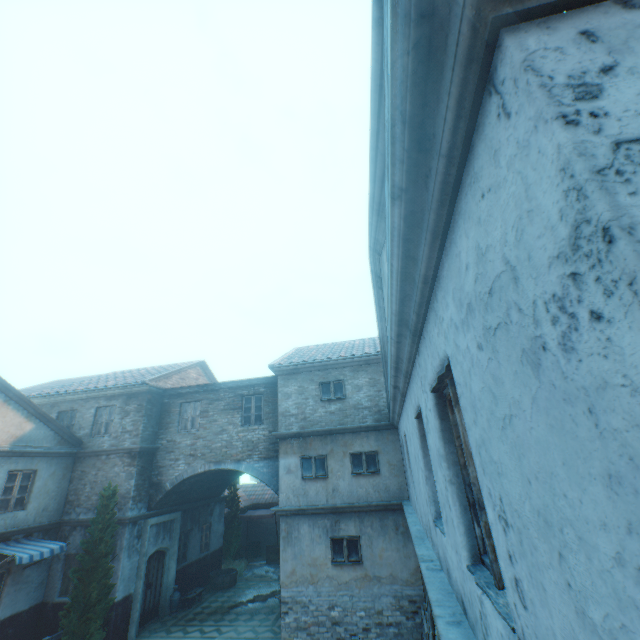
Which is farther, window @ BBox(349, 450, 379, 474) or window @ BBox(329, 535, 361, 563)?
window @ BBox(349, 450, 379, 474)

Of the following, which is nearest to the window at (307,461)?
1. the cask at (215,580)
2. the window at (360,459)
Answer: the window at (360,459)

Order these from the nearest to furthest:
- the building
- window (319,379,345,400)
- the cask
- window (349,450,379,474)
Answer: the building, window (349,450,379,474), window (319,379,345,400), the cask

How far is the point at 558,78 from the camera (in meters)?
0.73

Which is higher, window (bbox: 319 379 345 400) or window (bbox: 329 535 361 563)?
window (bbox: 319 379 345 400)

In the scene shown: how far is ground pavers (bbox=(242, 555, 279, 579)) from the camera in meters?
17.3

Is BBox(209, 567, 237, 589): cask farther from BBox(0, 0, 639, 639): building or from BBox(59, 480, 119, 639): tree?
BBox(59, 480, 119, 639): tree

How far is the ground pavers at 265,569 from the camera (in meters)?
17.29
